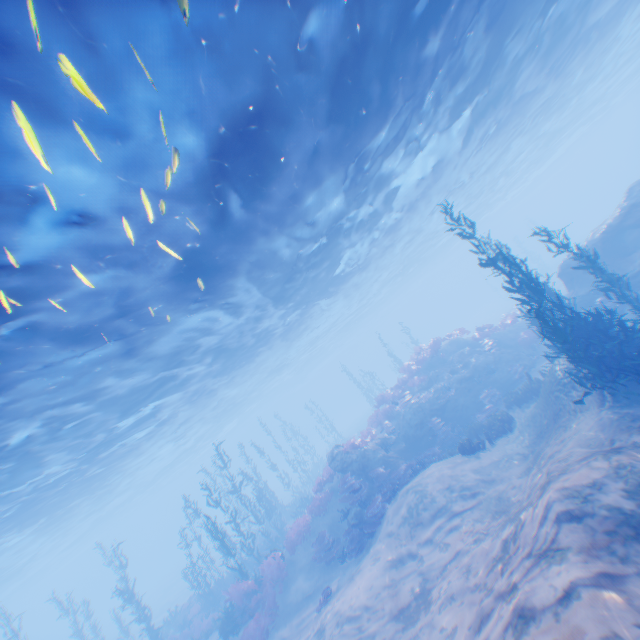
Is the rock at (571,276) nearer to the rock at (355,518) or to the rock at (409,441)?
the rock at (409,441)

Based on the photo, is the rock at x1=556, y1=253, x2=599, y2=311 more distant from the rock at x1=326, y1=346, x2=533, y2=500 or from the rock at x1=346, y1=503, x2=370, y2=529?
the rock at x1=346, y1=503, x2=370, y2=529

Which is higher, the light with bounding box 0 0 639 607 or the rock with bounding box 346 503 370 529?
the light with bounding box 0 0 639 607

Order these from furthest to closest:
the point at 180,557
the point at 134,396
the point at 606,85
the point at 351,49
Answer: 1. the point at 180,557
2. the point at 606,85
3. the point at 134,396
4. the point at 351,49

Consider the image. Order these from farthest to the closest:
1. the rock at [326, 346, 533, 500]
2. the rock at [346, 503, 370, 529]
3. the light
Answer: the rock at [326, 346, 533, 500] → the rock at [346, 503, 370, 529] → the light

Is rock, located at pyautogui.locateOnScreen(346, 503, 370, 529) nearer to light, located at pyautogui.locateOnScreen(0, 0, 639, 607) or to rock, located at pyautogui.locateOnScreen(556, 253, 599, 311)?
light, located at pyautogui.locateOnScreen(0, 0, 639, 607)

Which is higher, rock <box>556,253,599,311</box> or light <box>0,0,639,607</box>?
light <box>0,0,639,607</box>

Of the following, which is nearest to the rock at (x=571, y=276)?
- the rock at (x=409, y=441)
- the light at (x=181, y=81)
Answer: the light at (x=181, y=81)
